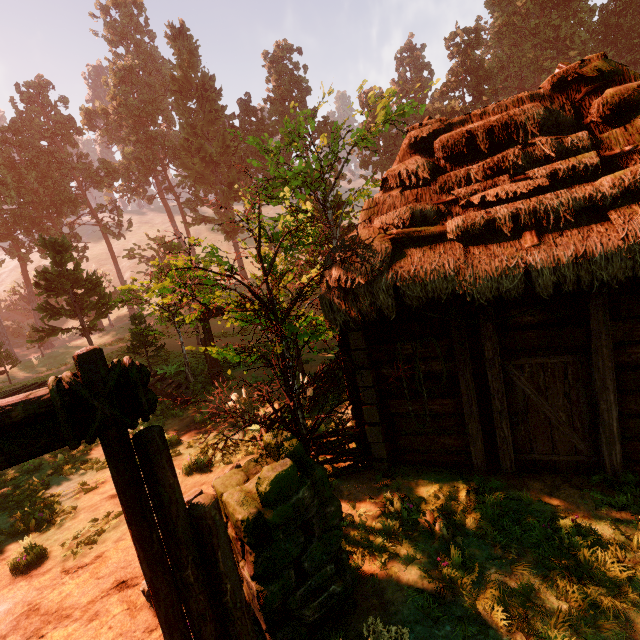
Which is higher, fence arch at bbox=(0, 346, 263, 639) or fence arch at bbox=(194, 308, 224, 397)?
fence arch at bbox=(0, 346, 263, 639)

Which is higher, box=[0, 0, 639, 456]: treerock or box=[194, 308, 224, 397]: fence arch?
box=[0, 0, 639, 456]: treerock

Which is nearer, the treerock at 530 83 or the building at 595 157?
the building at 595 157

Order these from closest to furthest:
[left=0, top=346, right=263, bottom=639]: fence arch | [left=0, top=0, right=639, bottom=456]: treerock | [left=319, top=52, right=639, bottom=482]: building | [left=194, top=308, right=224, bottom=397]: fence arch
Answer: [left=0, top=346, right=263, bottom=639]: fence arch
[left=319, top=52, right=639, bottom=482]: building
[left=0, top=0, right=639, bottom=456]: treerock
[left=194, top=308, right=224, bottom=397]: fence arch

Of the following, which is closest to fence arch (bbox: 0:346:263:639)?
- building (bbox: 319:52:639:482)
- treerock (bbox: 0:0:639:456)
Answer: building (bbox: 319:52:639:482)

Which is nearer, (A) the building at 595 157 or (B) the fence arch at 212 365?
(A) the building at 595 157

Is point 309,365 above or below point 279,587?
below
